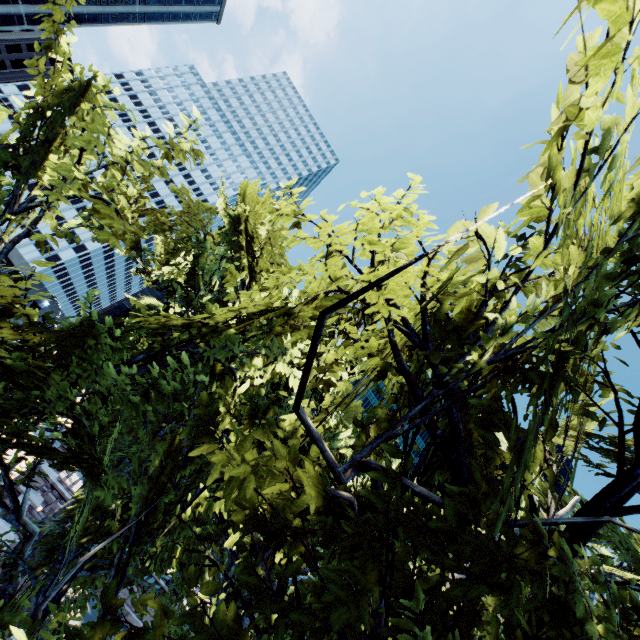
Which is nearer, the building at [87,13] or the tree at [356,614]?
the tree at [356,614]

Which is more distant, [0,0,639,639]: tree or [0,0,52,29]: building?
[0,0,52,29]: building

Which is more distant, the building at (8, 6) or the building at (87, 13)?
the building at (87, 13)

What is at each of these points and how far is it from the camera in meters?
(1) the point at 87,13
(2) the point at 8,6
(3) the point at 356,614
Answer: (1) building, 50.9 m
(2) building, 44.6 m
(3) tree, 2.8 m

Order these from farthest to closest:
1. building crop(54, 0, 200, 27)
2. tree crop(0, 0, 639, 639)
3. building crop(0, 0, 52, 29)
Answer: building crop(54, 0, 200, 27), building crop(0, 0, 52, 29), tree crop(0, 0, 639, 639)

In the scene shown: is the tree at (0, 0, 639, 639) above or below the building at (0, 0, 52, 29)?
below
